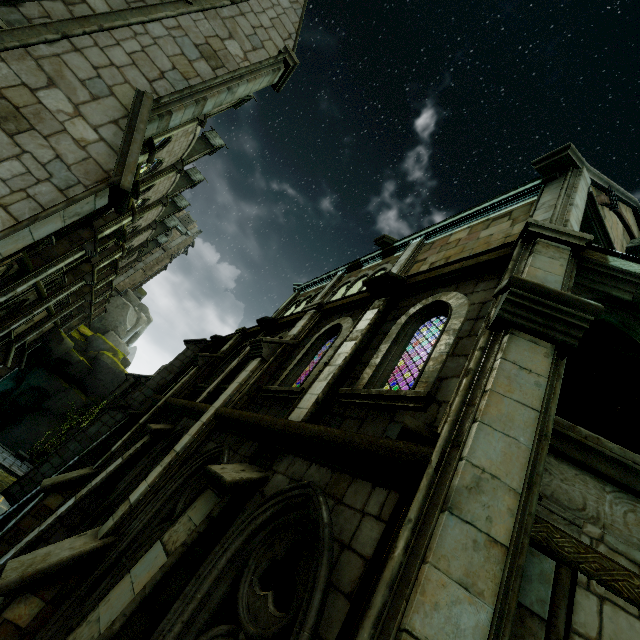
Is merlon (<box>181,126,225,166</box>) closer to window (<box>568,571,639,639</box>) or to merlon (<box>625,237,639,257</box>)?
merlon (<box>625,237,639,257</box>)

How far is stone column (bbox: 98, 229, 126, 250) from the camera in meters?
18.9 m

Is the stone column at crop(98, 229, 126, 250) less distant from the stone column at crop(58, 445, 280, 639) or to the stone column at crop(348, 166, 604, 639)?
the stone column at crop(58, 445, 280, 639)

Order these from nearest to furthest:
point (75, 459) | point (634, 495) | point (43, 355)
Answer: point (634, 495) → point (75, 459) → point (43, 355)

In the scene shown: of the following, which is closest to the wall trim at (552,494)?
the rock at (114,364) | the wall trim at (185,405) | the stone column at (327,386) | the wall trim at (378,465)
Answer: the wall trim at (378,465)

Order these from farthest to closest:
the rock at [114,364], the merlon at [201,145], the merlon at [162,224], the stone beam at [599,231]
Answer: the merlon at [162,224] < the rock at [114,364] < the merlon at [201,145] < the stone beam at [599,231]

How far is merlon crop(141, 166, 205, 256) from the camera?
31.1 meters

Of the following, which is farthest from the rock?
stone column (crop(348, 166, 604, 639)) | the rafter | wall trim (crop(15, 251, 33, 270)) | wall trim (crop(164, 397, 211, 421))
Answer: the rafter
